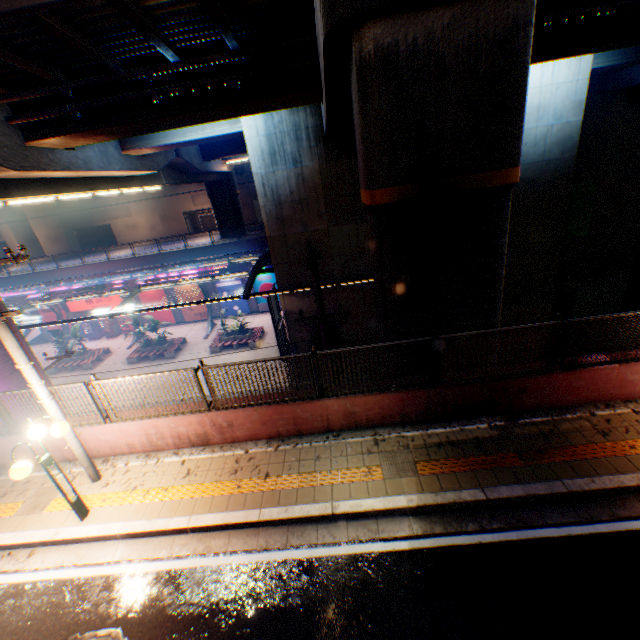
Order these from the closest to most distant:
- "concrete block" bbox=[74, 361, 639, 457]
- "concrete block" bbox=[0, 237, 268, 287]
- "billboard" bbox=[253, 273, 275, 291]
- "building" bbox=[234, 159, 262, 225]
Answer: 1. "concrete block" bbox=[74, 361, 639, 457]
2. "concrete block" bbox=[0, 237, 268, 287]
3. "billboard" bbox=[253, 273, 275, 291]
4. "building" bbox=[234, 159, 262, 225]

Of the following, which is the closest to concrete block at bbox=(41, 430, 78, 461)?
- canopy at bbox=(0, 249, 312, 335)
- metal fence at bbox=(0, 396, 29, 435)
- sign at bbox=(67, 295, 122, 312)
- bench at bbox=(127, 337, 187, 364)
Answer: metal fence at bbox=(0, 396, 29, 435)

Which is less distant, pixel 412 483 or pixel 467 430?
pixel 412 483

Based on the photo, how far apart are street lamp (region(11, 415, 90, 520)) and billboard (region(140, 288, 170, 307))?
26.4m

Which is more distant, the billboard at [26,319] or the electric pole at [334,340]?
the billboard at [26,319]

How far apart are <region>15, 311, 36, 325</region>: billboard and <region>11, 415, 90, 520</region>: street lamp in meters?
34.3

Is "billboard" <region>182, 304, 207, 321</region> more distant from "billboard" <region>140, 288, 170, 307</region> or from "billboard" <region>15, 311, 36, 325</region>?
"billboard" <region>15, 311, 36, 325</region>

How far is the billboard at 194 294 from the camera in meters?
30.3 m
